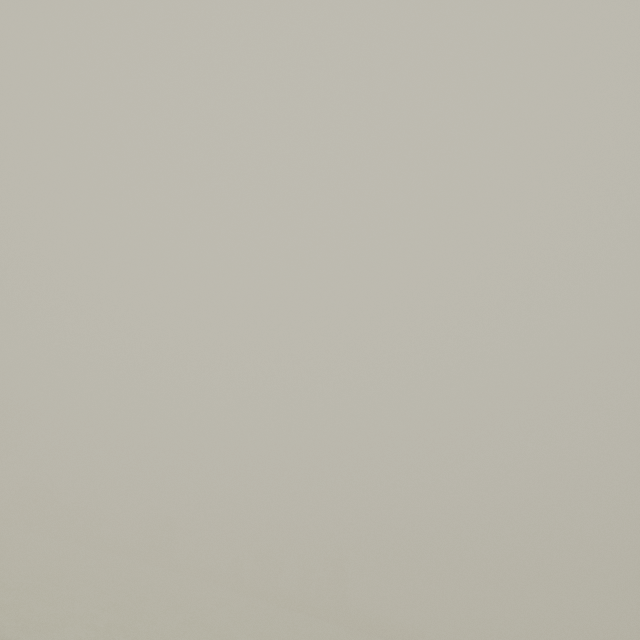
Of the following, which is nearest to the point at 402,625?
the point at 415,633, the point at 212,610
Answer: the point at 415,633
